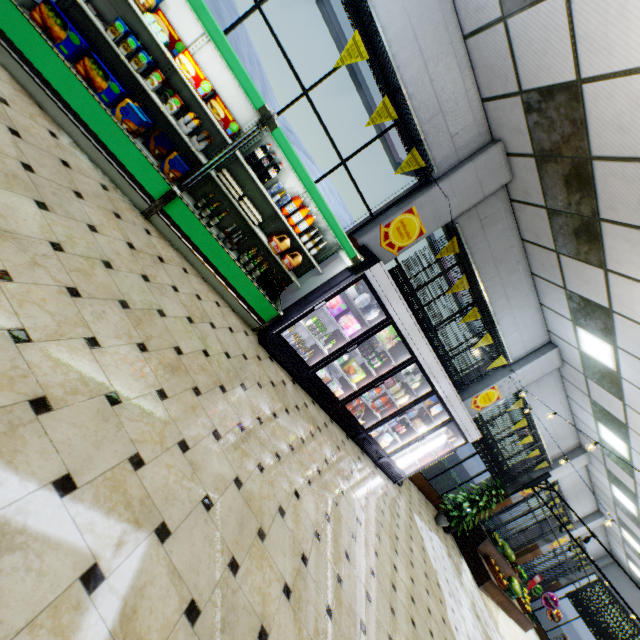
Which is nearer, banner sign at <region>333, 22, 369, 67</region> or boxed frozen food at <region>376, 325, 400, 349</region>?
banner sign at <region>333, 22, 369, 67</region>

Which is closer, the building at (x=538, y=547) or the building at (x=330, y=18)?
the building at (x=330, y=18)

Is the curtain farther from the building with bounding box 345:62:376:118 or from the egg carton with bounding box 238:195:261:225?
the egg carton with bounding box 238:195:261:225

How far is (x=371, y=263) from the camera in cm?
488

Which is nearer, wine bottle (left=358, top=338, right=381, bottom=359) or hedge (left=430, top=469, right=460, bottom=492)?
wine bottle (left=358, top=338, right=381, bottom=359)

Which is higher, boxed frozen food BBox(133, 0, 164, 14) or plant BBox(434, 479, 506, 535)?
boxed frozen food BBox(133, 0, 164, 14)

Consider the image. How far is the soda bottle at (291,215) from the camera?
4.8 meters

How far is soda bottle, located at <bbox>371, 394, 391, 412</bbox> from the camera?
6.3 meters
